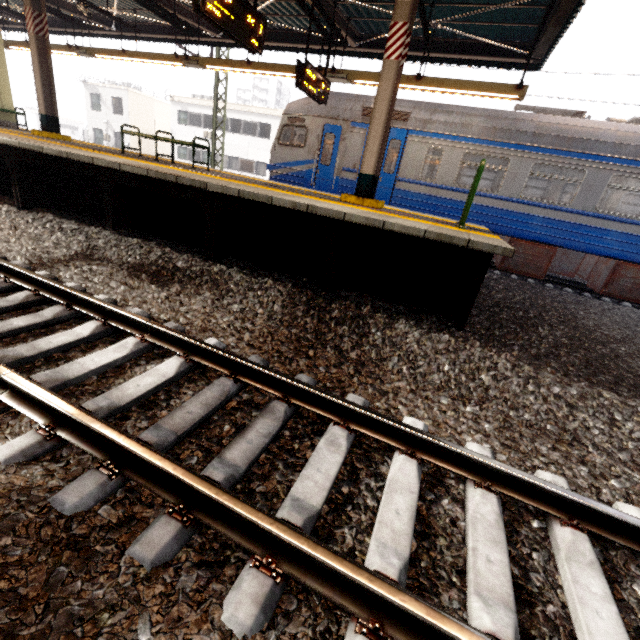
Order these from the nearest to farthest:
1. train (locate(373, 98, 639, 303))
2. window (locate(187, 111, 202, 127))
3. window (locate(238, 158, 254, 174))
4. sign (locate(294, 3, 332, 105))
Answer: sign (locate(294, 3, 332, 105)) < train (locate(373, 98, 639, 303)) < window (locate(238, 158, 254, 174)) < window (locate(187, 111, 202, 127))

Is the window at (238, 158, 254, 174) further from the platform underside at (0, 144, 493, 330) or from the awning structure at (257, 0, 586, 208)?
the platform underside at (0, 144, 493, 330)

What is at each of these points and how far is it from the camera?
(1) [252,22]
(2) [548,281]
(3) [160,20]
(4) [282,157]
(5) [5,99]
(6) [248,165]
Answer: (1) sign, 5.3 meters
(2) train track, 10.0 meters
(3) awning structure, 11.5 meters
(4) train, 10.8 meters
(5) elevator, 11.3 meters
(6) window, 28.9 meters

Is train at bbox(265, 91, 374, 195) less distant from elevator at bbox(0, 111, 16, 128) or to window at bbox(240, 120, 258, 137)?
elevator at bbox(0, 111, 16, 128)

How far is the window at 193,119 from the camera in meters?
29.3

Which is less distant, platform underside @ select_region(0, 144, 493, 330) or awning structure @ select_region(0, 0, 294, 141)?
platform underside @ select_region(0, 144, 493, 330)

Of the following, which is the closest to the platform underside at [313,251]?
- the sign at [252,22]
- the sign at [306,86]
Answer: the sign at [252,22]

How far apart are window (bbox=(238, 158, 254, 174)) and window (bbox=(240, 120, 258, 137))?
1.7 meters
